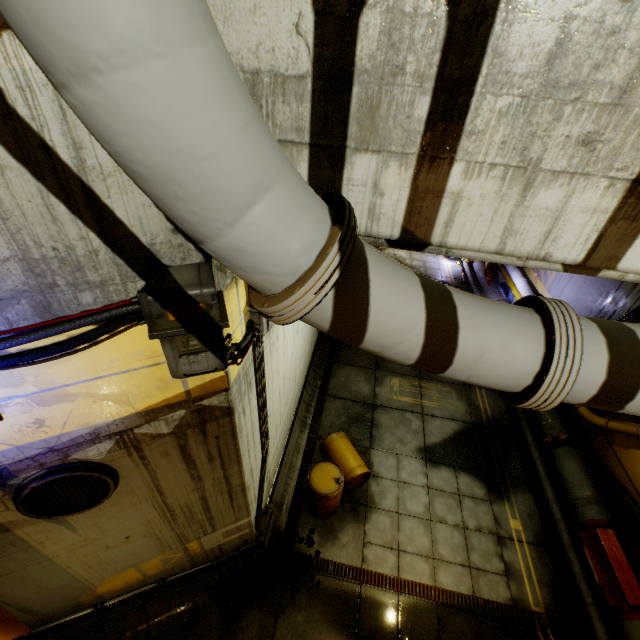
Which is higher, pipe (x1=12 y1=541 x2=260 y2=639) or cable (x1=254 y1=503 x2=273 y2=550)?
pipe (x1=12 y1=541 x2=260 y2=639)

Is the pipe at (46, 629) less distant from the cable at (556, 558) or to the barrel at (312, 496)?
the barrel at (312, 496)

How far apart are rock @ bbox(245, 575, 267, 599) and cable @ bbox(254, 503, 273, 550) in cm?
32

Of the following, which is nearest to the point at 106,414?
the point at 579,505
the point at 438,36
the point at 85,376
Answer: the point at 85,376

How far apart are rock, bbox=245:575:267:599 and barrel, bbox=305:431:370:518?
0.7m

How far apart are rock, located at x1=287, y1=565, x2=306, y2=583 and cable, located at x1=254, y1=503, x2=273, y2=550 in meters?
0.5

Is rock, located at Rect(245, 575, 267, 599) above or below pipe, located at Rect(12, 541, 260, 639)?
below

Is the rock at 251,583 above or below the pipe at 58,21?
below
